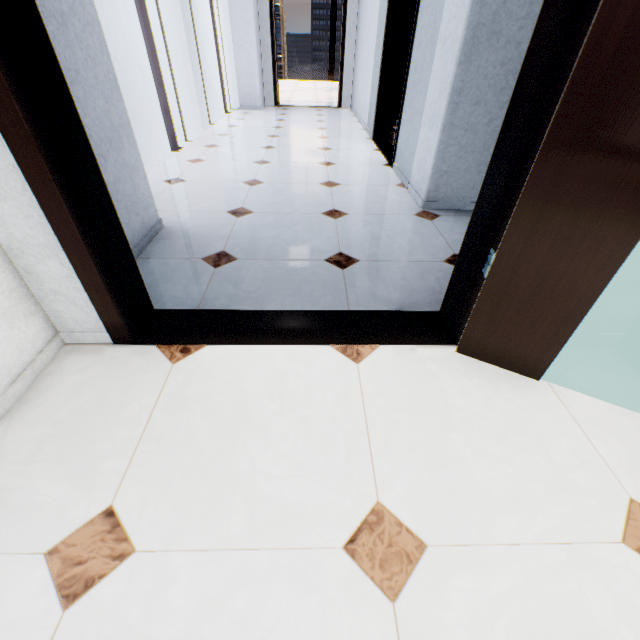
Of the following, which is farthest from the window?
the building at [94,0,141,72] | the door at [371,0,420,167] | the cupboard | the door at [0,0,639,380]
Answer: the building at [94,0,141,72]

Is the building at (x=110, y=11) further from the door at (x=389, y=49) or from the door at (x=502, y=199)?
the door at (x=502, y=199)

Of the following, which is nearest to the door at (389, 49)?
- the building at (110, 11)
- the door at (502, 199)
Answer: the door at (502, 199)

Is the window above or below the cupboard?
above

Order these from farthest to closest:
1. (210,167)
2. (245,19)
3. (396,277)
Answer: (245,19) < (210,167) < (396,277)

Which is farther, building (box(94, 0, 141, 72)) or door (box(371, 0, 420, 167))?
building (box(94, 0, 141, 72))

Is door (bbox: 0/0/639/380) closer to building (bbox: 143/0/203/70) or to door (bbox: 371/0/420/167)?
door (bbox: 371/0/420/167)
